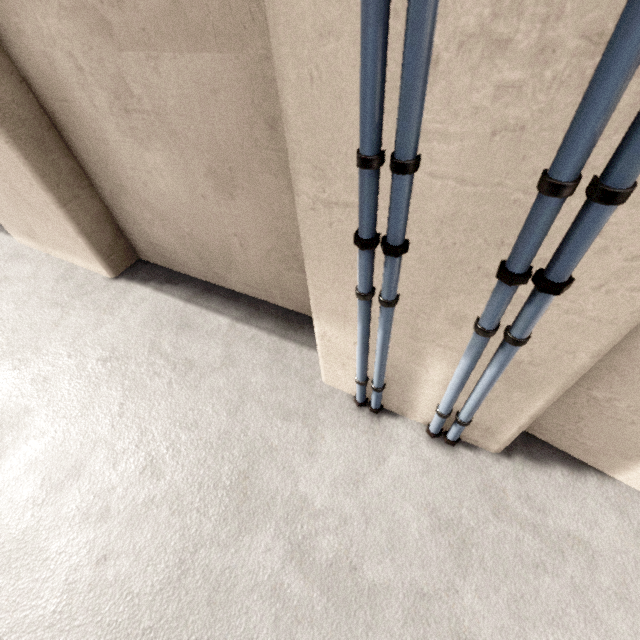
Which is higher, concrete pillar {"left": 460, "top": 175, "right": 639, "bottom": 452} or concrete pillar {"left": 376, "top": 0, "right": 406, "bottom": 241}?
concrete pillar {"left": 376, "top": 0, "right": 406, "bottom": 241}

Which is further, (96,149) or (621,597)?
(96,149)

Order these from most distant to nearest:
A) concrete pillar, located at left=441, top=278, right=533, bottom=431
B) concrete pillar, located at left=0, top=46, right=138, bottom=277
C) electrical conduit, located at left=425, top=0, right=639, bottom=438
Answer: concrete pillar, located at left=0, top=46, right=138, bottom=277
concrete pillar, located at left=441, top=278, right=533, bottom=431
electrical conduit, located at left=425, top=0, right=639, bottom=438

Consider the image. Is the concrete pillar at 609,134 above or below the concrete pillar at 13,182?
above

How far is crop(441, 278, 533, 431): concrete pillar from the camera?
1.2 meters

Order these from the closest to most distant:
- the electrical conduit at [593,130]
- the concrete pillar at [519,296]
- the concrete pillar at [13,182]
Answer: the electrical conduit at [593,130]
the concrete pillar at [519,296]
the concrete pillar at [13,182]

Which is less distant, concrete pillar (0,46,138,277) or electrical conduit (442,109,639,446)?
electrical conduit (442,109,639,446)
